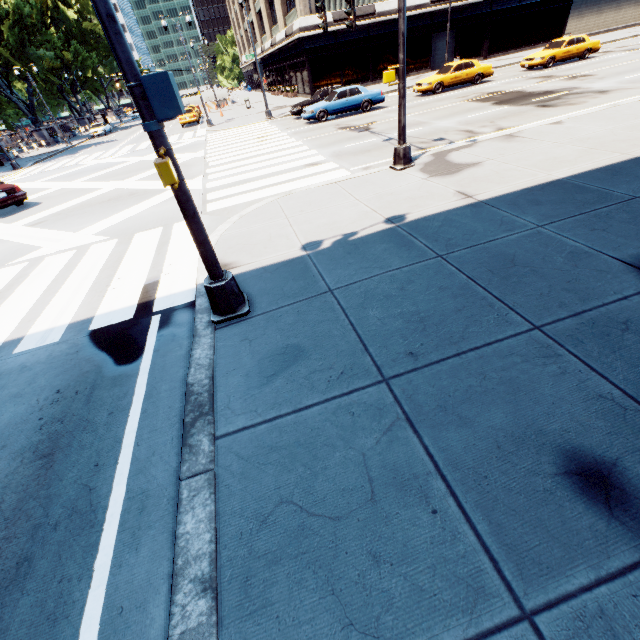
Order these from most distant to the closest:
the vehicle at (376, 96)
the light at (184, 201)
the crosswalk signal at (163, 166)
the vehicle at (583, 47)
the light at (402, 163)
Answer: the vehicle at (583, 47) → the vehicle at (376, 96) → the light at (402, 163) → the light at (184, 201) → the crosswalk signal at (163, 166)

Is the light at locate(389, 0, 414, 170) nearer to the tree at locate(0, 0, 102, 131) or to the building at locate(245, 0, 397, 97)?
the building at locate(245, 0, 397, 97)

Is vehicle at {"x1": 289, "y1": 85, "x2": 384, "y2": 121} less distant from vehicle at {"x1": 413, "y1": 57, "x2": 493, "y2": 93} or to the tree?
vehicle at {"x1": 413, "y1": 57, "x2": 493, "y2": 93}

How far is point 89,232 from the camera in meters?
10.0

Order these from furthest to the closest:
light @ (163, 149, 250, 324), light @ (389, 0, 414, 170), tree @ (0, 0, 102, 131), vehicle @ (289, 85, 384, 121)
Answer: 1. tree @ (0, 0, 102, 131)
2. vehicle @ (289, 85, 384, 121)
3. light @ (389, 0, 414, 170)
4. light @ (163, 149, 250, 324)

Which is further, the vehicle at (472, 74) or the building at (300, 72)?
the building at (300, 72)

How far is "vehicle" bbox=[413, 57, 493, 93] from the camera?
21.11m

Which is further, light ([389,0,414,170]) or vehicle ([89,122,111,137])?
vehicle ([89,122,111,137])
